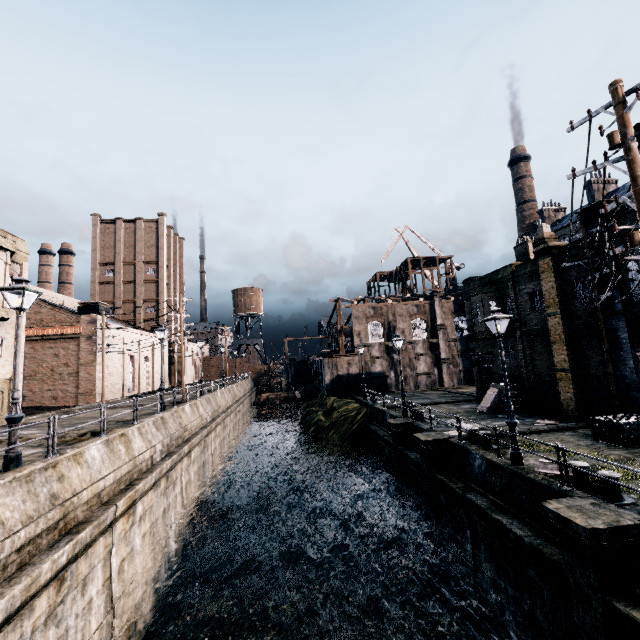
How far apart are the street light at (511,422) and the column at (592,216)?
8.1m

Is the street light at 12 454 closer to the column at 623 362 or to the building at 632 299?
the building at 632 299

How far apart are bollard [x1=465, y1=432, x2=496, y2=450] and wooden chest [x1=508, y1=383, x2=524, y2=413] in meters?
7.6 m

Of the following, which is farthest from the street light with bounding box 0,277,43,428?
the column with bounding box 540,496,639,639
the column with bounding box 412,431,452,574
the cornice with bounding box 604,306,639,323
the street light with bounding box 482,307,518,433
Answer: the cornice with bounding box 604,306,639,323

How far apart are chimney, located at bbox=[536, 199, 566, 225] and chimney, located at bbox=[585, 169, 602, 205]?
7.6 meters

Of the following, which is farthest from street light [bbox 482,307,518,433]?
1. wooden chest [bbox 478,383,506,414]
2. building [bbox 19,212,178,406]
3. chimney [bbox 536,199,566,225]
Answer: chimney [bbox 536,199,566,225]

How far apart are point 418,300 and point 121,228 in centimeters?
4977cm

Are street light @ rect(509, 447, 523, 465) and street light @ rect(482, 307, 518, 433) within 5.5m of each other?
yes
